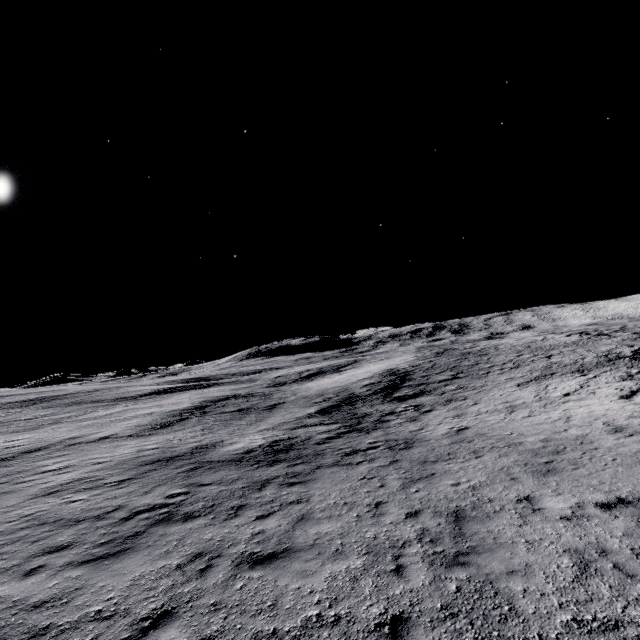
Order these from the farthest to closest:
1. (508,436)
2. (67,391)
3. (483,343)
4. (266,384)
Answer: (67,391) < (483,343) < (266,384) < (508,436)
